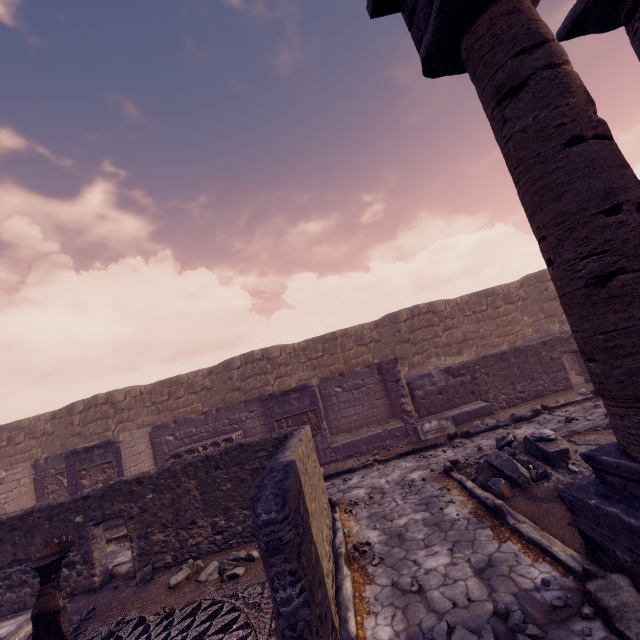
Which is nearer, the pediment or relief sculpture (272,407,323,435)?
the pediment

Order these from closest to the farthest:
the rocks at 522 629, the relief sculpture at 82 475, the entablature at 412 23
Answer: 1. the rocks at 522 629
2. the entablature at 412 23
3. the relief sculpture at 82 475

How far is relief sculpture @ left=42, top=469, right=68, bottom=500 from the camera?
12.2m

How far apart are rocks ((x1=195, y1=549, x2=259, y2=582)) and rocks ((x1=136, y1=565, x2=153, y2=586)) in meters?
1.2

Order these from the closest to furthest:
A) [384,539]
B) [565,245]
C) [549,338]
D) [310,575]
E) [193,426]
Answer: [310,575] → [565,245] → [384,539] → [549,338] → [193,426]

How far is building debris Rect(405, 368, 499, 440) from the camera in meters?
10.6 m

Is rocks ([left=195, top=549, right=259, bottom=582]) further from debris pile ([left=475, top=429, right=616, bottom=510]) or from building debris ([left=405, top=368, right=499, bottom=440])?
building debris ([left=405, top=368, right=499, bottom=440])

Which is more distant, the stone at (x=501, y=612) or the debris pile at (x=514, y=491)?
the debris pile at (x=514, y=491)
